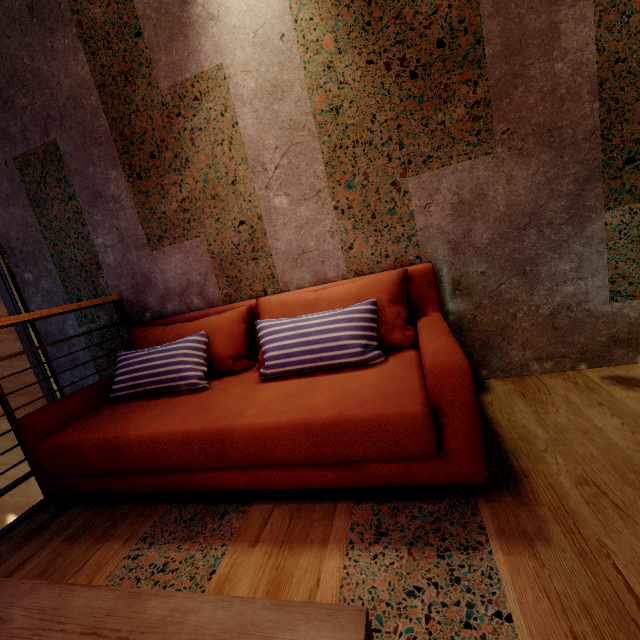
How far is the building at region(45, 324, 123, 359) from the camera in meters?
2.8

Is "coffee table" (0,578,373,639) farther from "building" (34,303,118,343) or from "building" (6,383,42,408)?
"building" (6,383,42,408)

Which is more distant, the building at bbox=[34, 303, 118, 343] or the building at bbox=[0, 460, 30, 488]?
the building at bbox=[0, 460, 30, 488]

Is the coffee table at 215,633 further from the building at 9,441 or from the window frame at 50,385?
the building at 9,441

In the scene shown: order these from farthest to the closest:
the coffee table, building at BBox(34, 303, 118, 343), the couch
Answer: building at BBox(34, 303, 118, 343), the couch, the coffee table

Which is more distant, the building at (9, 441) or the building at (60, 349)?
the building at (9, 441)

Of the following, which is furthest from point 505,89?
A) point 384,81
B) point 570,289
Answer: point 570,289

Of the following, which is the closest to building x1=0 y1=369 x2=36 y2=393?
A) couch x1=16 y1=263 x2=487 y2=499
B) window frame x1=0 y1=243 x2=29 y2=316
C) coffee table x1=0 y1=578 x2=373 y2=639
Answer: window frame x1=0 y1=243 x2=29 y2=316
